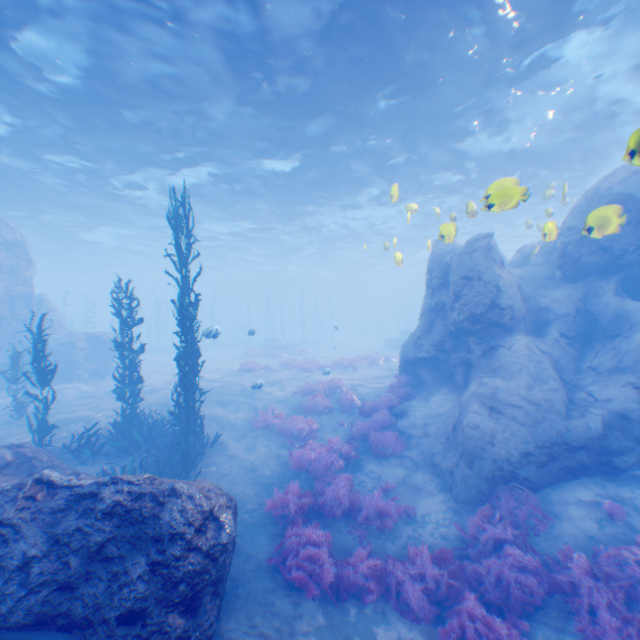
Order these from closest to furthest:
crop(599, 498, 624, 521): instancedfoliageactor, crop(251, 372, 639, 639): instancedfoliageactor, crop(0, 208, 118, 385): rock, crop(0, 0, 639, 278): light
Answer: crop(251, 372, 639, 639): instancedfoliageactor → crop(599, 498, 624, 521): instancedfoliageactor → crop(0, 0, 639, 278): light → crop(0, 208, 118, 385): rock

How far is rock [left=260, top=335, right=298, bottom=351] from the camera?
35.1 meters

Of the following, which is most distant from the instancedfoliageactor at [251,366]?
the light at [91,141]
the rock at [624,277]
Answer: the light at [91,141]

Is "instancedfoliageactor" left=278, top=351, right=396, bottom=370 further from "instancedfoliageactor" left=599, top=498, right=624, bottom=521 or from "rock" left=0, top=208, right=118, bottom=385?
"instancedfoliageactor" left=599, top=498, right=624, bottom=521

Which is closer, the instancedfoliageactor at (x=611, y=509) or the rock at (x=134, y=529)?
the rock at (x=134, y=529)

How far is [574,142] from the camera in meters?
17.5

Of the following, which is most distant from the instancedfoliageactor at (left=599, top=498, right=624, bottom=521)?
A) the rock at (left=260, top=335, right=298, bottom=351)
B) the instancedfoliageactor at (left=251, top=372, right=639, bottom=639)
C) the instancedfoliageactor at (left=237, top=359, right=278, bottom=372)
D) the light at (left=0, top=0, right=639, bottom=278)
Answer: the rock at (left=260, top=335, right=298, bottom=351)

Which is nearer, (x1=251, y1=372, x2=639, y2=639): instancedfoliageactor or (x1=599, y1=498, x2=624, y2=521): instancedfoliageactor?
(x1=251, y1=372, x2=639, y2=639): instancedfoliageactor
